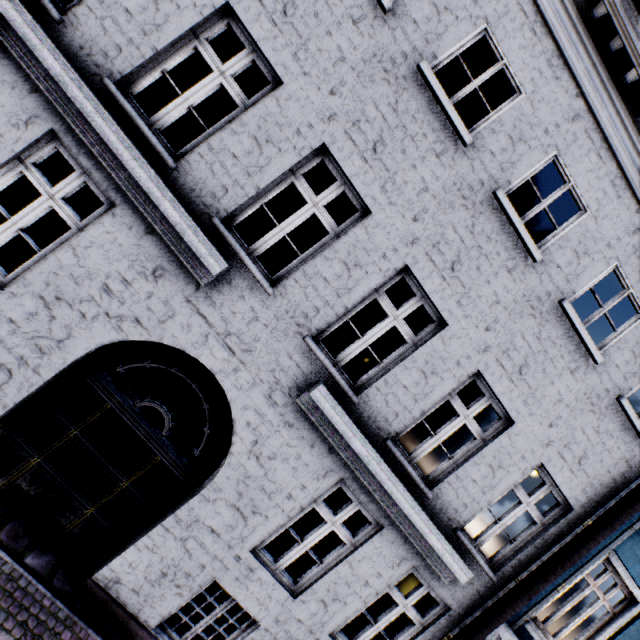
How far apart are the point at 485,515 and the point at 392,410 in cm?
410
